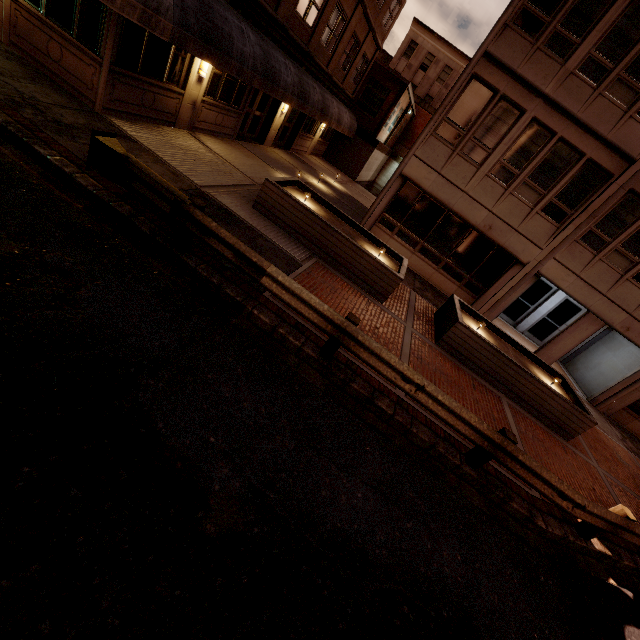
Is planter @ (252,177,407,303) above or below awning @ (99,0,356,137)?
below

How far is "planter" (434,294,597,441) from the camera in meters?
9.3

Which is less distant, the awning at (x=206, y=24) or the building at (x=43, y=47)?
the awning at (x=206, y=24)

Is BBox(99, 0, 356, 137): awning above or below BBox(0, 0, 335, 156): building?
above

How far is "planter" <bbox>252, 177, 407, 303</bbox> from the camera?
9.4m

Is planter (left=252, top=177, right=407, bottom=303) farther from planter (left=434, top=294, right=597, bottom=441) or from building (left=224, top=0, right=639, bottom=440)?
building (left=224, top=0, right=639, bottom=440)

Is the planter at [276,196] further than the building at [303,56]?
No

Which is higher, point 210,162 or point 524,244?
point 524,244
